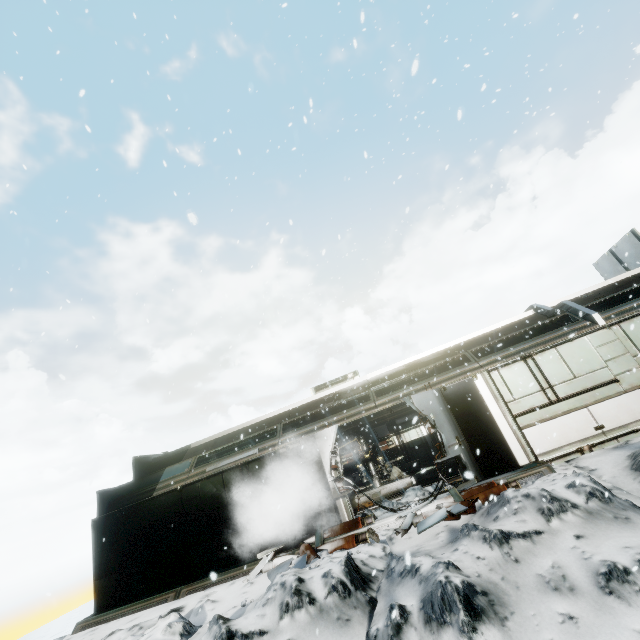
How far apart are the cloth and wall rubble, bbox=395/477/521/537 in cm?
734

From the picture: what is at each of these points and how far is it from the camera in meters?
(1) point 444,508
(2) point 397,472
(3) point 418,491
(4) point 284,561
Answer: (1) wall rubble, 7.5
(2) cloth, 16.2
(3) snow pile, 9.7
(4) wall rubble, 8.3

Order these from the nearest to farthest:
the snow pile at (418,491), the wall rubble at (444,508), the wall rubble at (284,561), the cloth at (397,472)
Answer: the wall rubble at (444,508) → the wall rubble at (284,561) → the snow pile at (418,491) → the cloth at (397,472)

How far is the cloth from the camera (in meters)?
15.55

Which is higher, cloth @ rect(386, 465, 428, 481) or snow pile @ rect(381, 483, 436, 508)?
cloth @ rect(386, 465, 428, 481)

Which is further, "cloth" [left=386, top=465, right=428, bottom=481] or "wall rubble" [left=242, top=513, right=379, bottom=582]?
"cloth" [left=386, top=465, right=428, bottom=481]

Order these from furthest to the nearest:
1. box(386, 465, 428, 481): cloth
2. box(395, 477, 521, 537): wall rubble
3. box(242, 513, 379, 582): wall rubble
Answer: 1. box(386, 465, 428, 481): cloth
2. box(242, 513, 379, 582): wall rubble
3. box(395, 477, 521, 537): wall rubble

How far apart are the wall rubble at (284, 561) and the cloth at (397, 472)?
7.19m
